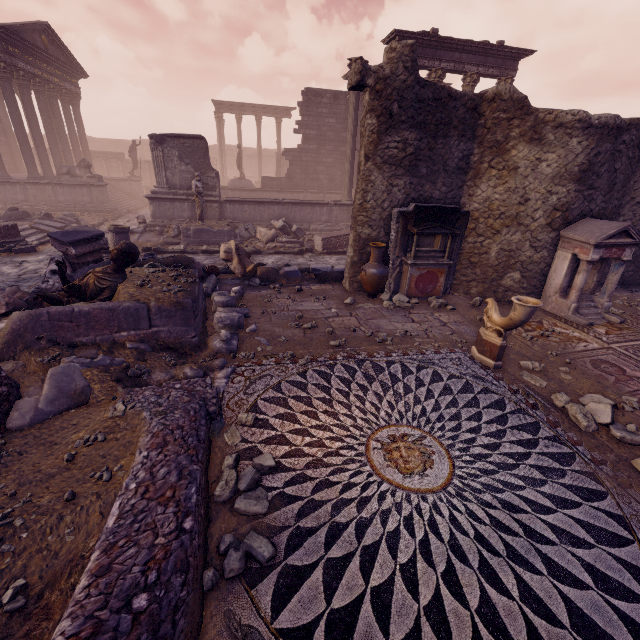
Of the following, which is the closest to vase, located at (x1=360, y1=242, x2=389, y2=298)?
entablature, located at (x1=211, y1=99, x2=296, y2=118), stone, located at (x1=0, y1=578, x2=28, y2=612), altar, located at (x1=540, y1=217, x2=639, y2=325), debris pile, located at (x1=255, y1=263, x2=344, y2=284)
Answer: debris pile, located at (x1=255, y1=263, x2=344, y2=284)

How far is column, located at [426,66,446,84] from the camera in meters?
13.7 m

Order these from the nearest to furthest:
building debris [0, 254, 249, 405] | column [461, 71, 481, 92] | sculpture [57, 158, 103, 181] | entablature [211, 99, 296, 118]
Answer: building debris [0, 254, 249, 405]
column [461, 71, 481, 92]
sculpture [57, 158, 103, 181]
entablature [211, 99, 296, 118]

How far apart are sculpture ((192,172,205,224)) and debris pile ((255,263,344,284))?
4.6 meters

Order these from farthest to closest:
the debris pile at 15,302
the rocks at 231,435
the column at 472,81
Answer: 1. the column at 472,81
2. the debris pile at 15,302
3. the rocks at 231,435

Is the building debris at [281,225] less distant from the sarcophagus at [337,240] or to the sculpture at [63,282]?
the sarcophagus at [337,240]

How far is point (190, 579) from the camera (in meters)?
2.05

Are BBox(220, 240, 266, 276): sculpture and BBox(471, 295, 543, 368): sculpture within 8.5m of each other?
yes
